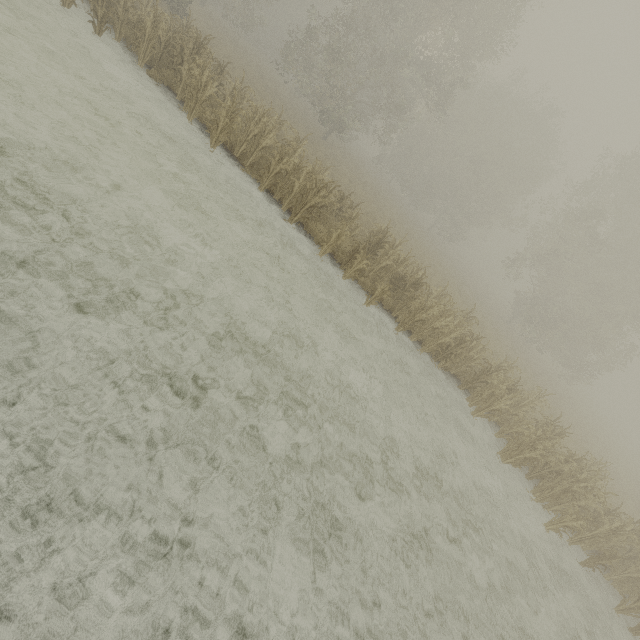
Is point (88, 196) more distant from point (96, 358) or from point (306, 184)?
point (306, 184)
